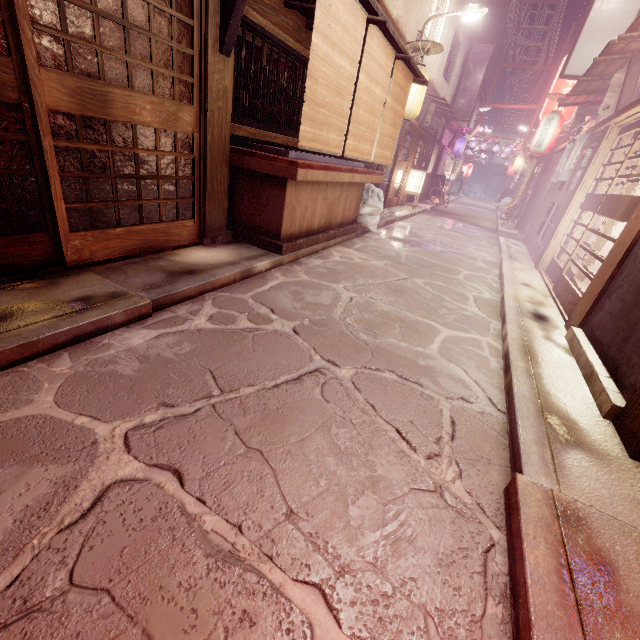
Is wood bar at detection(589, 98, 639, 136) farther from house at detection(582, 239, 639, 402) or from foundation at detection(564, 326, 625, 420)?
foundation at detection(564, 326, 625, 420)

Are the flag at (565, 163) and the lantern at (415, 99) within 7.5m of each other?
yes

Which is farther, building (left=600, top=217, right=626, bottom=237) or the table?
building (left=600, top=217, right=626, bottom=237)

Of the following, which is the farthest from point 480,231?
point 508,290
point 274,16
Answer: point 274,16

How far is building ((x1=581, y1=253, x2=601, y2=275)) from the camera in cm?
1230

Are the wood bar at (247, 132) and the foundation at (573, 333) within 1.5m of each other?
no

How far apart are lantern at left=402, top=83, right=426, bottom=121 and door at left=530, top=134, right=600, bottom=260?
7.1 meters

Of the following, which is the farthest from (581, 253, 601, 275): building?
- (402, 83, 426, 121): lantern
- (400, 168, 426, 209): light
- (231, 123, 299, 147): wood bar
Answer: (400, 168, 426, 209): light
